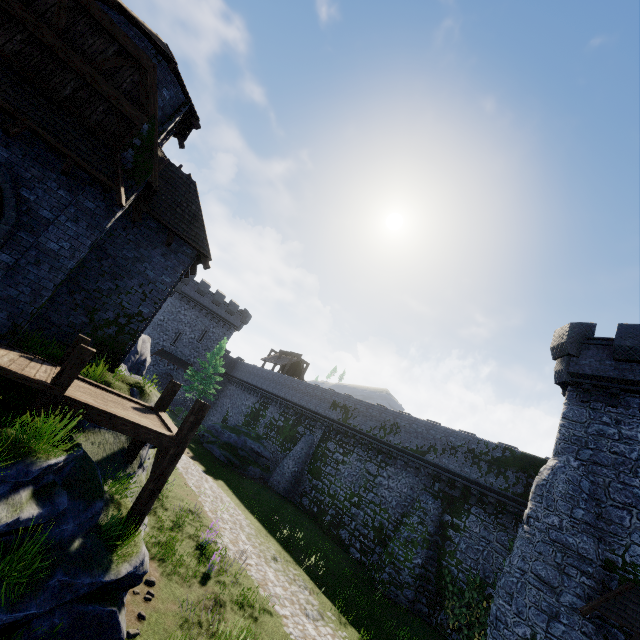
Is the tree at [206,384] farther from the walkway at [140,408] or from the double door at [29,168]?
the double door at [29,168]

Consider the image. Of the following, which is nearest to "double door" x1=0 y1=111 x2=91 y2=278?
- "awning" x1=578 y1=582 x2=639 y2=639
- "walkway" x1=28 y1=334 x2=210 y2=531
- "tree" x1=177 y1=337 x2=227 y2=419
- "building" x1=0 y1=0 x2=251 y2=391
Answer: "building" x1=0 y1=0 x2=251 y2=391

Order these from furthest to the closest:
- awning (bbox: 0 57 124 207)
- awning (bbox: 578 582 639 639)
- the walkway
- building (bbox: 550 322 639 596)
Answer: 1. building (bbox: 550 322 639 596)
2. awning (bbox: 578 582 639 639)
3. awning (bbox: 0 57 124 207)
4. the walkway

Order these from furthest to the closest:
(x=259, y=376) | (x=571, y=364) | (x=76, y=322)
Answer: (x=259, y=376), (x=571, y=364), (x=76, y=322)

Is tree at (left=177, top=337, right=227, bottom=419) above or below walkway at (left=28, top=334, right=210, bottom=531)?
above

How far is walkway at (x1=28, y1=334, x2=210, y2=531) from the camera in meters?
6.7 m

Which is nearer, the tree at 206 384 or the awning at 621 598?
the awning at 621 598

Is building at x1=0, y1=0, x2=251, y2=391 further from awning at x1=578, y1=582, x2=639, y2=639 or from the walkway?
awning at x1=578, y1=582, x2=639, y2=639
